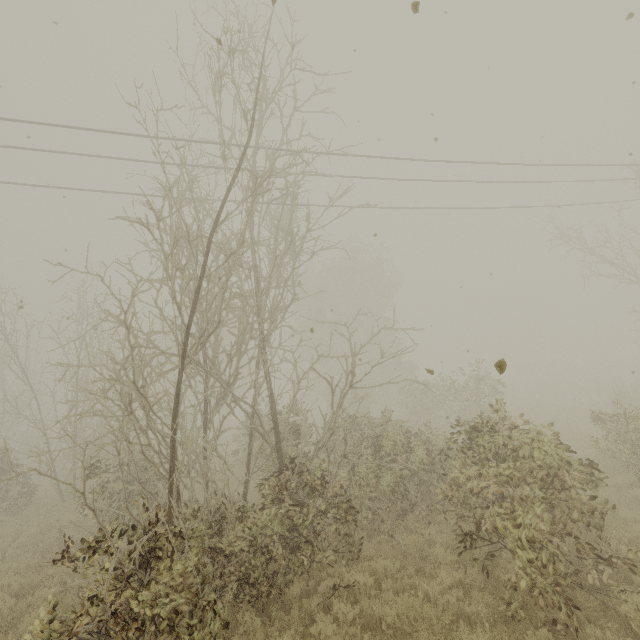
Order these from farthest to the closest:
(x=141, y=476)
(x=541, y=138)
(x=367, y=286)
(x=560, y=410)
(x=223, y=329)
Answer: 1. (x=223, y=329)
2. (x=367, y=286)
3. (x=560, y=410)
4. (x=141, y=476)
5. (x=541, y=138)
